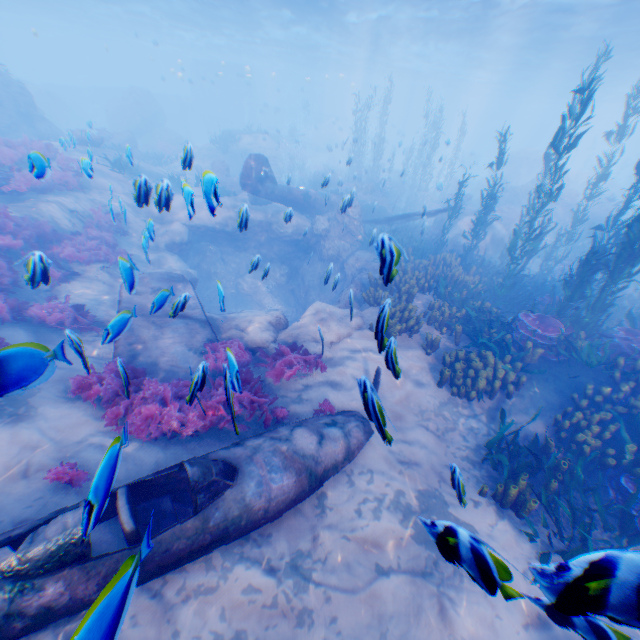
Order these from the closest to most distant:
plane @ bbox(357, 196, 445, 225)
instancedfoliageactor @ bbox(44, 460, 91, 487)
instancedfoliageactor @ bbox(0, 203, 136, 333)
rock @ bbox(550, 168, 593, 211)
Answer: instancedfoliageactor @ bbox(44, 460, 91, 487) < instancedfoliageactor @ bbox(0, 203, 136, 333) < plane @ bbox(357, 196, 445, 225) < rock @ bbox(550, 168, 593, 211)

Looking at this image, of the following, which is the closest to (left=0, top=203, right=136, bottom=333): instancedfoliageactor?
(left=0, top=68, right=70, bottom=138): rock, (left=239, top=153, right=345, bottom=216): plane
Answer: (left=0, top=68, right=70, bottom=138): rock

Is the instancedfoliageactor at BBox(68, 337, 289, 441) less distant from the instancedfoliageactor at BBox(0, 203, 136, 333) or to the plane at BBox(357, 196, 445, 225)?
the plane at BBox(357, 196, 445, 225)

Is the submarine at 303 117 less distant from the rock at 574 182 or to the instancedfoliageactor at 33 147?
the rock at 574 182

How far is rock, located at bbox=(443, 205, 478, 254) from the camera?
16.11m

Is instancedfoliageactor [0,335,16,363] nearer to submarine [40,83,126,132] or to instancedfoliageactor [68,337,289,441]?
submarine [40,83,126,132]

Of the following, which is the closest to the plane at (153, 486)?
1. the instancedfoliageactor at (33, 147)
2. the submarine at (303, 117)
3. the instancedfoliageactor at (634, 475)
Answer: the instancedfoliageactor at (634, 475)

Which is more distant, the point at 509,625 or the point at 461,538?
the point at 509,625
